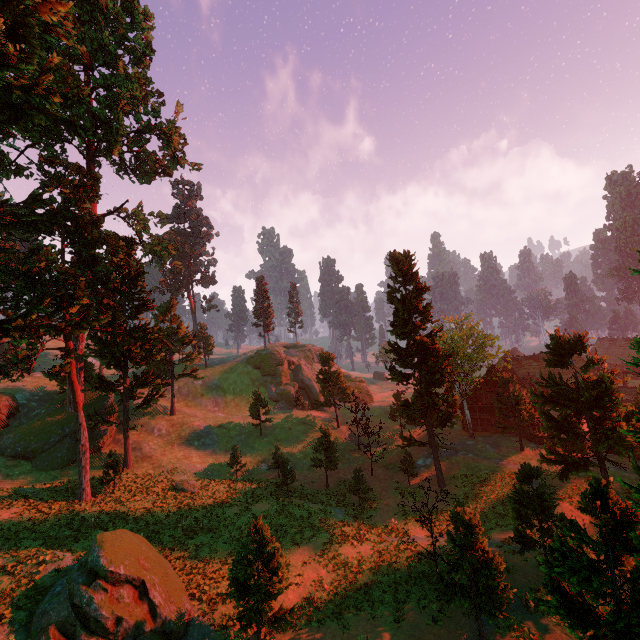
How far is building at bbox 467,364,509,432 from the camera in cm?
4309

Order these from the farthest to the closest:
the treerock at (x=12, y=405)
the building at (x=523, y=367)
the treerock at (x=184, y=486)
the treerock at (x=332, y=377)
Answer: the building at (x=523, y=367), the treerock at (x=332, y=377), the treerock at (x=12, y=405), the treerock at (x=184, y=486)

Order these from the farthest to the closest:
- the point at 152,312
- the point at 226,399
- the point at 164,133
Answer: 1. the point at 226,399
2. the point at 152,312
3. the point at 164,133

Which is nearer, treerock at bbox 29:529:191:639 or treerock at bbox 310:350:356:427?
treerock at bbox 29:529:191:639

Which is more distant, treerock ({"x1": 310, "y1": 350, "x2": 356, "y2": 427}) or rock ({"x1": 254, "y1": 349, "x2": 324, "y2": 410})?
rock ({"x1": 254, "y1": 349, "x2": 324, "y2": 410})

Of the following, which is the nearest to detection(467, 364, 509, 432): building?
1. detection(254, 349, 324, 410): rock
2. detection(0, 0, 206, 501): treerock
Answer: detection(0, 0, 206, 501): treerock

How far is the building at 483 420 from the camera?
43.1m
